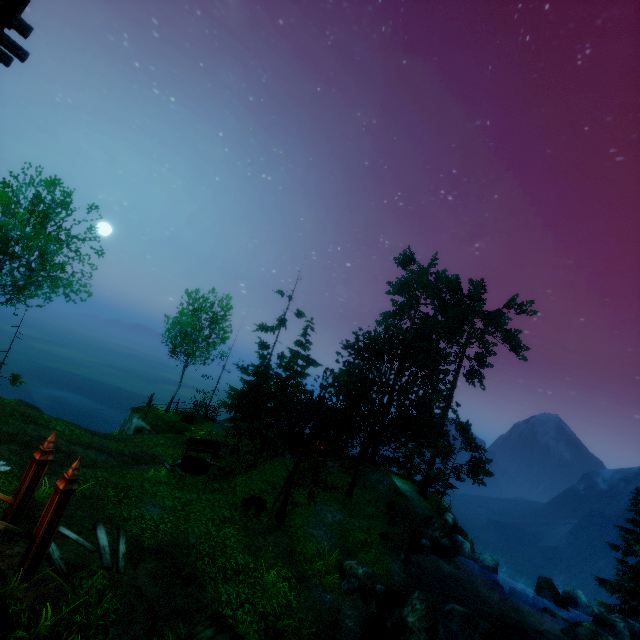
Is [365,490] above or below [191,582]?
above

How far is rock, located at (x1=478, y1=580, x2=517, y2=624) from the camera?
18.2 meters

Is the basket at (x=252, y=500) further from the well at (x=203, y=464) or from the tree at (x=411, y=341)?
the well at (x=203, y=464)

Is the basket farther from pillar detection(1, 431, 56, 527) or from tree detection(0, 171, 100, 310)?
pillar detection(1, 431, 56, 527)

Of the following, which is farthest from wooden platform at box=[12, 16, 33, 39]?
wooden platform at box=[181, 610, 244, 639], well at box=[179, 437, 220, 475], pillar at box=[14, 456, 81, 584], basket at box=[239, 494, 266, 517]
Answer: well at box=[179, 437, 220, 475]

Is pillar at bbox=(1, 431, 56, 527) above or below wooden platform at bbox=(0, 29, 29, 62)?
below

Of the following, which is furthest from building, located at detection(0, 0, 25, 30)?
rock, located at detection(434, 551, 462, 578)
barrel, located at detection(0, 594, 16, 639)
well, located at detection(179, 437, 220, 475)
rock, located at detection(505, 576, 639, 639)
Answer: rock, located at detection(505, 576, 639, 639)

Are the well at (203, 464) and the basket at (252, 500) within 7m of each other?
yes
